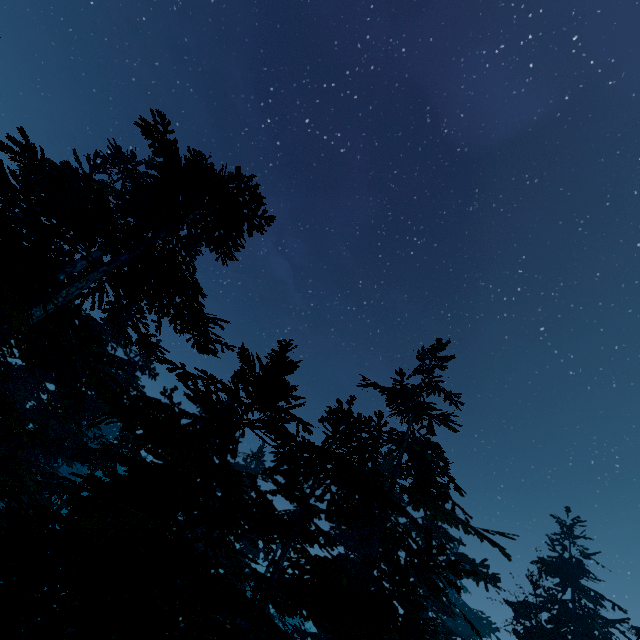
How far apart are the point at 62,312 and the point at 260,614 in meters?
10.1 m

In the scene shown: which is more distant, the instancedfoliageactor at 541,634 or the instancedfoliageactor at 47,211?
the instancedfoliageactor at 541,634

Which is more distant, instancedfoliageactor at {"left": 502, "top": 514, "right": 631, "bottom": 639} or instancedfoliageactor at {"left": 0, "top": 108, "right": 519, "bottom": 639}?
instancedfoliageactor at {"left": 502, "top": 514, "right": 631, "bottom": 639}
